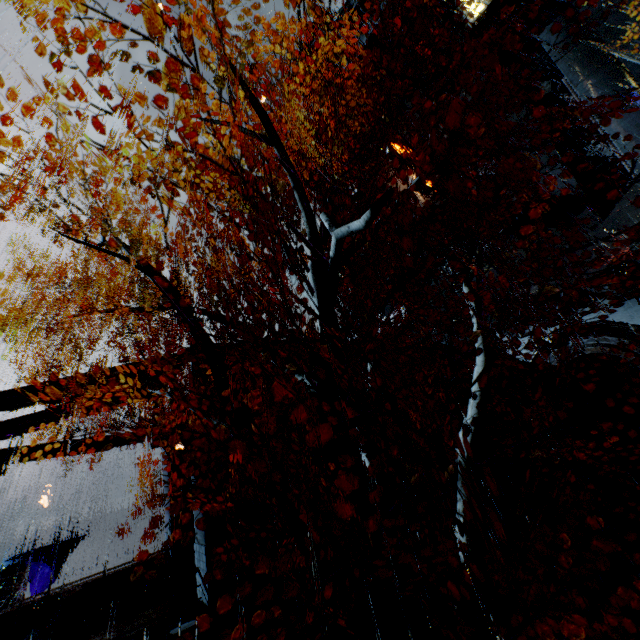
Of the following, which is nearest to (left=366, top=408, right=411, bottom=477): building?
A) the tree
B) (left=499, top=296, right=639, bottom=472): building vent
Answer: (left=499, top=296, right=639, bottom=472): building vent

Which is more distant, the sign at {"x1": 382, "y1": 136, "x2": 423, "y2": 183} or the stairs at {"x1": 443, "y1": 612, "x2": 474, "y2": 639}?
the sign at {"x1": 382, "y1": 136, "x2": 423, "y2": 183}

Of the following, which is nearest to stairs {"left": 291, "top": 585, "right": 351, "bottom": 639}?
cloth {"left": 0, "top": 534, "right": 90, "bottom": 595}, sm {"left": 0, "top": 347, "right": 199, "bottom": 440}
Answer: sm {"left": 0, "top": 347, "right": 199, "bottom": 440}

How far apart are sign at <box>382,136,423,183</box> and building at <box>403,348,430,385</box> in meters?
15.4

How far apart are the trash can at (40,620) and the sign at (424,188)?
30.3 meters

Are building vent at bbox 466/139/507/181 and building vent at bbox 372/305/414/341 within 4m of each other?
no

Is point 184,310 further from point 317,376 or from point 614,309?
point 614,309

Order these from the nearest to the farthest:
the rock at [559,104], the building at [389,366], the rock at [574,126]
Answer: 1. the building at [389,366]
2. the rock at [559,104]
3. the rock at [574,126]
